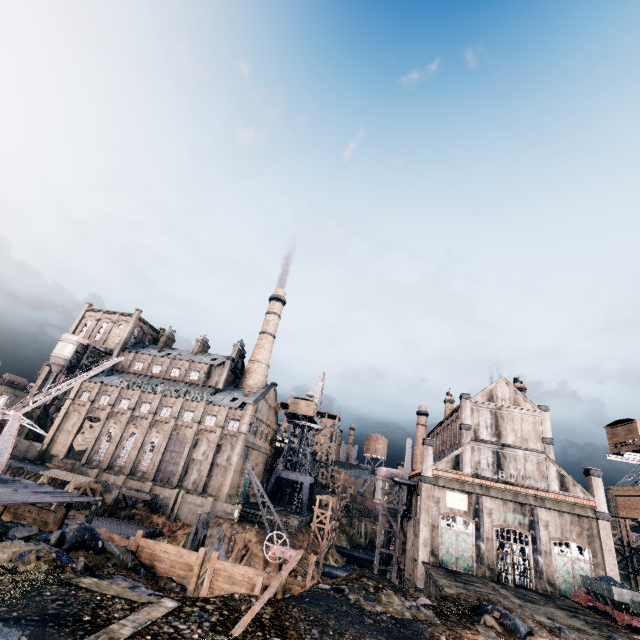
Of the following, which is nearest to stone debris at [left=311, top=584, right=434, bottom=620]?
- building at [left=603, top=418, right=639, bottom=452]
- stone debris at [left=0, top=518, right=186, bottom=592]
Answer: stone debris at [left=0, top=518, right=186, bottom=592]

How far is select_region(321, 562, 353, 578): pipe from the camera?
48.44m

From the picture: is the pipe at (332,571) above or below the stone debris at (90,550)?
below

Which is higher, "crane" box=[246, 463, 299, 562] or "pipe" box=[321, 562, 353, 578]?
"crane" box=[246, 463, 299, 562]

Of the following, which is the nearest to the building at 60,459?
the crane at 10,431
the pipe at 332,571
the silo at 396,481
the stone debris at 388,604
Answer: the silo at 396,481

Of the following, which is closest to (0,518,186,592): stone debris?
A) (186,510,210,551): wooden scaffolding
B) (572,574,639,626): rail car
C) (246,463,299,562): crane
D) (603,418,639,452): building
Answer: (246,463,299,562): crane

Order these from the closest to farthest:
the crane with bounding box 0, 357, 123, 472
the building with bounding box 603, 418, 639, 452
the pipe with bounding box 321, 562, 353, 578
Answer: the crane with bounding box 0, 357, 123, 472 < the building with bounding box 603, 418, 639, 452 < the pipe with bounding box 321, 562, 353, 578

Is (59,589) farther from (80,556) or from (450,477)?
(450,477)
